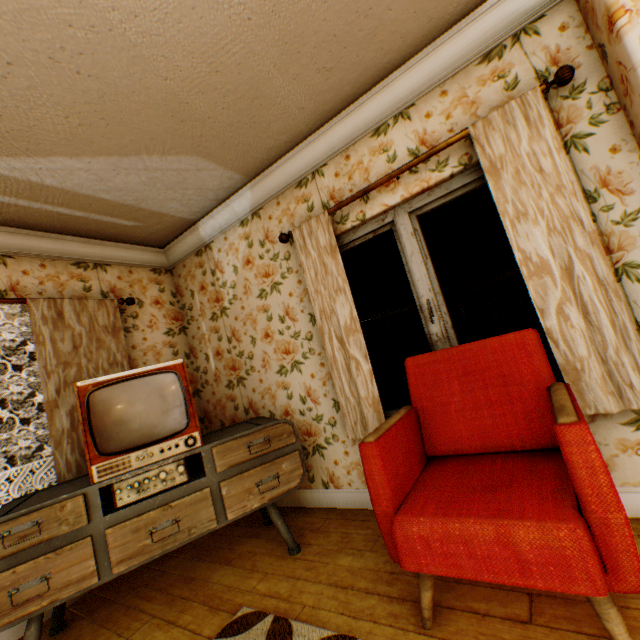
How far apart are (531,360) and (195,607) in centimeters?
263cm

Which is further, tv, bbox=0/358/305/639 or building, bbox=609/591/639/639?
tv, bbox=0/358/305/639

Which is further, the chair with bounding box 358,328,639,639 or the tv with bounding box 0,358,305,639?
the tv with bounding box 0,358,305,639

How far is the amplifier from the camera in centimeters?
203cm

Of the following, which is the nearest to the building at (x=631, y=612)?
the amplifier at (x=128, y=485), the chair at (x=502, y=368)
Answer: the chair at (x=502, y=368)

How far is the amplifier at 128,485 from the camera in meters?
2.0 m

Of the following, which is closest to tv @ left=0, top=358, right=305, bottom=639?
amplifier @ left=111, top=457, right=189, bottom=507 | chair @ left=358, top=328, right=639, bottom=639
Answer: amplifier @ left=111, top=457, right=189, bottom=507

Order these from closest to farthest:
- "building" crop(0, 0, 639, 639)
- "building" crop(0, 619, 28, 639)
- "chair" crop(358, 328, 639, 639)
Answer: "chair" crop(358, 328, 639, 639) → "building" crop(0, 0, 639, 639) → "building" crop(0, 619, 28, 639)
